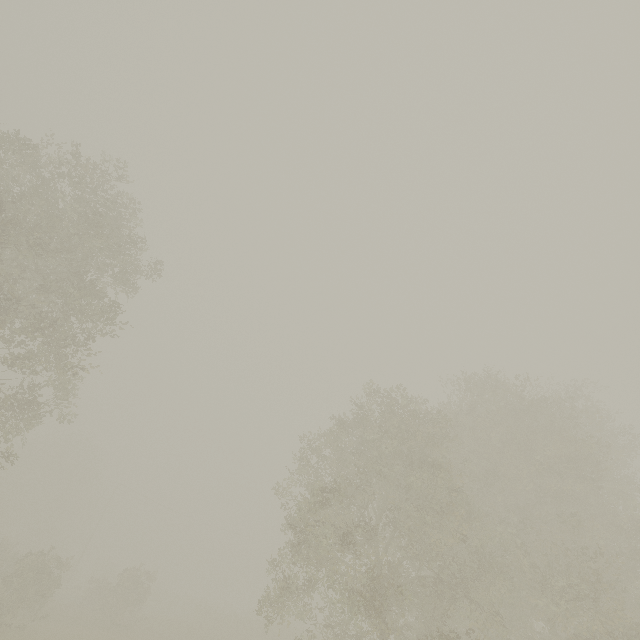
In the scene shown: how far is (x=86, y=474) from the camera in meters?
47.3
